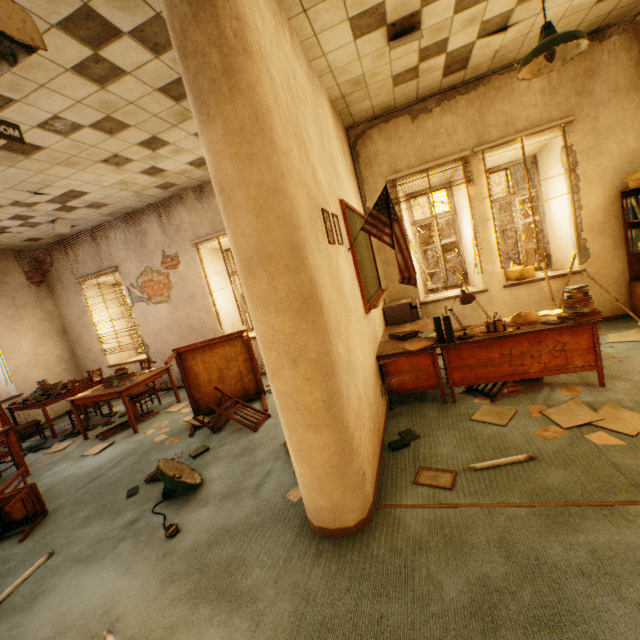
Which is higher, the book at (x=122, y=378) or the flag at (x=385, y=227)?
the flag at (x=385, y=227)

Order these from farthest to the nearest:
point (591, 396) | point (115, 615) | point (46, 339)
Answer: point (46, 339), point (591, 396), point (115, 615)

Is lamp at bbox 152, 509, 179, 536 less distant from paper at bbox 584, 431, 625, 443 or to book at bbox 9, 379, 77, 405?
paper at bbox 584, 431, 625, 443

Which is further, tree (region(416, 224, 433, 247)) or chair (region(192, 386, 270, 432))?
tree (region(416, 224, 433, 247))

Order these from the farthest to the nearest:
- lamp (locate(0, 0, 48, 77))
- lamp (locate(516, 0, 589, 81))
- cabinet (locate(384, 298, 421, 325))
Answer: cabinet (locate(384, 298, 421, 325)), lamp (locate(516, 0, 589, 81)), lamp (locate(0, 0, 48, 77))

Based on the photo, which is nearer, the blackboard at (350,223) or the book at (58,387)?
the blackboard at (350,223)

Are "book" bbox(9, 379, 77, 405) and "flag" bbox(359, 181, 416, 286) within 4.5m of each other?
no

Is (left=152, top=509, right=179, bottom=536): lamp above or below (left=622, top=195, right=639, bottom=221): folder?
below
